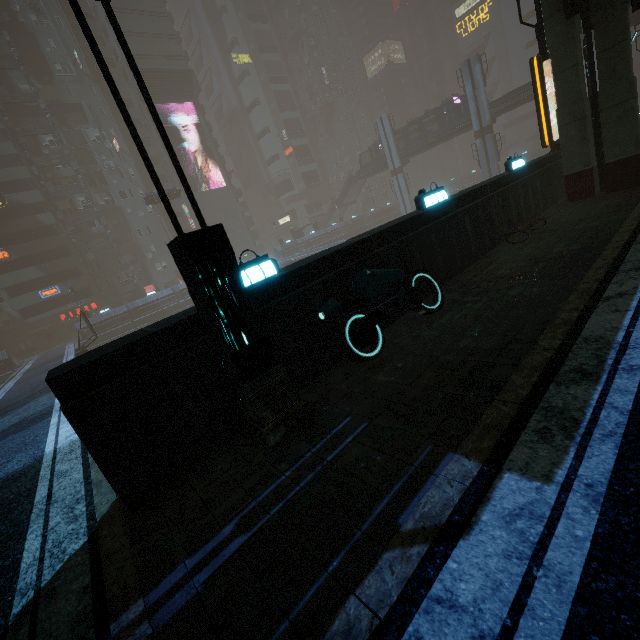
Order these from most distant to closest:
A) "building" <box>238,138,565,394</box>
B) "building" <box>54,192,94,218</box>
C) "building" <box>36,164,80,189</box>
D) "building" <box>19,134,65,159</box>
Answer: "building" <box>54,192,94,218</box> < "building" <box>36,164,80,189</box> < "building" <box>19,134,65,159</box> < "building" <box>238,138,565,394</box>

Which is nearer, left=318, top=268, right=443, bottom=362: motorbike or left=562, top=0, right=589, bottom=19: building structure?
left=318, top=268, right=443, bottom=362: motorbike

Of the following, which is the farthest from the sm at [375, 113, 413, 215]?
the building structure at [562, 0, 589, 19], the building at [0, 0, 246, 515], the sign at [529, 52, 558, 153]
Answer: the sign at [529, 52, 558, 153]

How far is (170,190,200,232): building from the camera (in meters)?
54.97

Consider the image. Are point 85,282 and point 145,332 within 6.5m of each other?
no

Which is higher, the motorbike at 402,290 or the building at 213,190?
the building at 213,190

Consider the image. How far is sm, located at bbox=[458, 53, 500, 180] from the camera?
39.2 meters

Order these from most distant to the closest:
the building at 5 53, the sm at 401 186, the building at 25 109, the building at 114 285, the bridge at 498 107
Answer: the sm at 401 186, the building at 114 285, the building at 25 109, the building at 5 53, the bridge at 498 107
